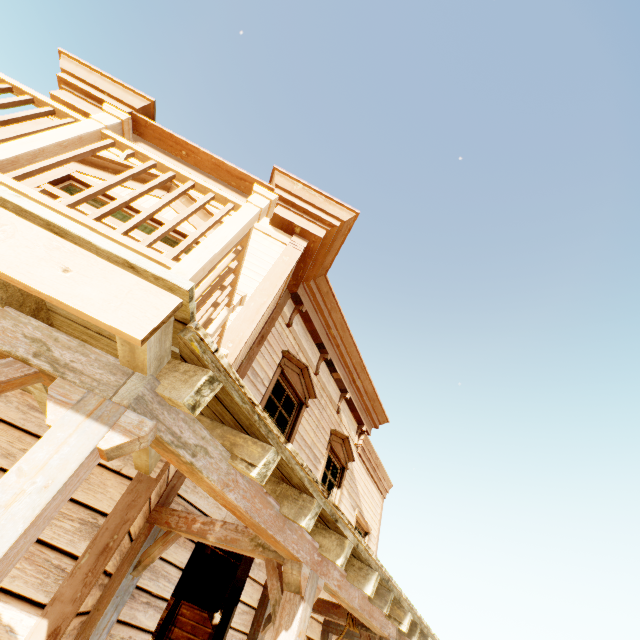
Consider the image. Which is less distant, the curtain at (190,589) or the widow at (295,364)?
the curtain at (190,589)

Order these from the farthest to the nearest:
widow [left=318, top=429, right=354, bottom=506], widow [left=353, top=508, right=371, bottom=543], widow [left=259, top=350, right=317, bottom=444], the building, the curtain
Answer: widow [left=353, top=508, right=371, bottom=543]
widow [left=318, top=429, right=354, bottom=506]
widow [left=259, top=350, right=317, bottom=444]
the curtain
the building

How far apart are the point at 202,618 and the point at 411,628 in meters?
8.2 m

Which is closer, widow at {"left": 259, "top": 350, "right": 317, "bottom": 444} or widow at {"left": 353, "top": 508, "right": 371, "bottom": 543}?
widow at {"left": 259, "top": 350, "right": 317, "bottom": 444}

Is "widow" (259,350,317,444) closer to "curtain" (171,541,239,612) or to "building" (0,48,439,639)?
"building" (0,48,439,639)

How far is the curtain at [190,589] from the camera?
3.94m

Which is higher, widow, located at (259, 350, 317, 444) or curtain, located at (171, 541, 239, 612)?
widow, located at (259, 350, 317, 444)

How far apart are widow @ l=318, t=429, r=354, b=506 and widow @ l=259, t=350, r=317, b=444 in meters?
1.1
